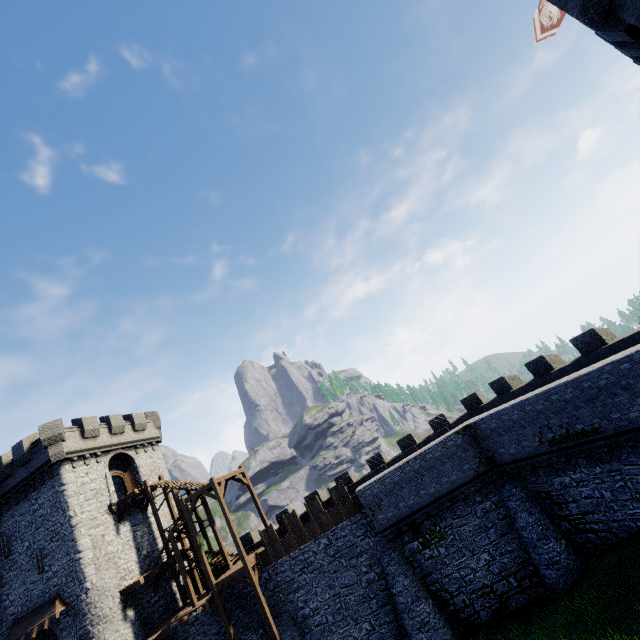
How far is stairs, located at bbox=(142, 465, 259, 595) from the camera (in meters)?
23.14

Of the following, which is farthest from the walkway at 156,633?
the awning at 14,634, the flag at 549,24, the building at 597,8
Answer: the flag at 549,24

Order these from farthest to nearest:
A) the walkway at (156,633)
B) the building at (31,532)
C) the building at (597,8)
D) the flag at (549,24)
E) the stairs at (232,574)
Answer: the building at (31,532) → the walkway at (156,633) → the stairs at (232,574) → the flag at (549,24) → the building at (597,8)

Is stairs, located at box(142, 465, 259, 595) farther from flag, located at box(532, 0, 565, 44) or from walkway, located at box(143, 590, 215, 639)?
flag, located at box(532, 0, 565, 44)

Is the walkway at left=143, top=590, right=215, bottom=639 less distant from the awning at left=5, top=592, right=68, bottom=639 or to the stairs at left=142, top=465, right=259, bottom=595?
the stairs at left=142, top=465, right=259, bottom=595

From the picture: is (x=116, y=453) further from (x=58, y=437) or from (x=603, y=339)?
(x=603, y=339)

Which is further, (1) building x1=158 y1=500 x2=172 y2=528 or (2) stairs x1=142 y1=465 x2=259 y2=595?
(1) building x1=158 y1=500 x2=172 y2=528

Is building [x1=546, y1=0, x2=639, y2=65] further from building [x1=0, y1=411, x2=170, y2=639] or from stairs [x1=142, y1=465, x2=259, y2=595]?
building [x1=0, y1=411, x2=170, y2=639]
